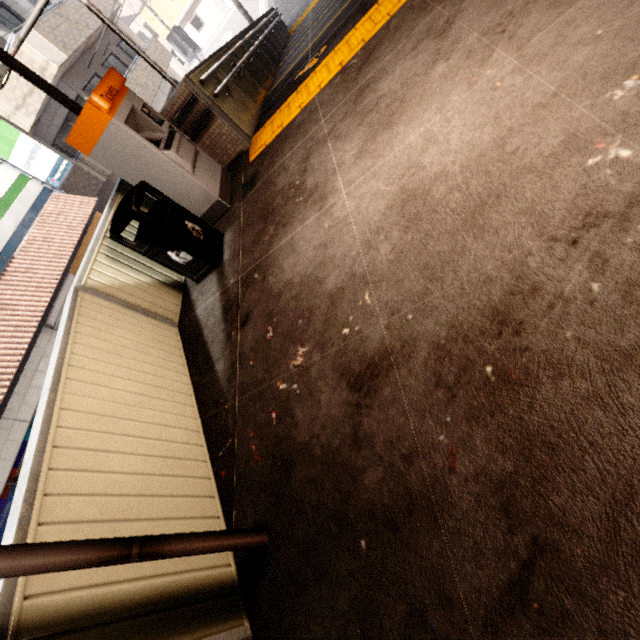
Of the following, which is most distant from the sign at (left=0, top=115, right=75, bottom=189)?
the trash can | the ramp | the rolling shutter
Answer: the trash can

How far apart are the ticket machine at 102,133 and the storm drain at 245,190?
0.22m

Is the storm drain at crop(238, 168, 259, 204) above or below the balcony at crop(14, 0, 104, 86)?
below

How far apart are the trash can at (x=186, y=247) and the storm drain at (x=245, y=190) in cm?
55

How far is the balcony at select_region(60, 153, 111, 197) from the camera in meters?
14.7 m

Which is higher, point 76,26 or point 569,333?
point 76,26

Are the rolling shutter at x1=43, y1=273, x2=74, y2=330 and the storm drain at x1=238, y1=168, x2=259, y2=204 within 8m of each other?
no

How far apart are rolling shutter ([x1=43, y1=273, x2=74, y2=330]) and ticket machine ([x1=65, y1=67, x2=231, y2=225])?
8.36m
